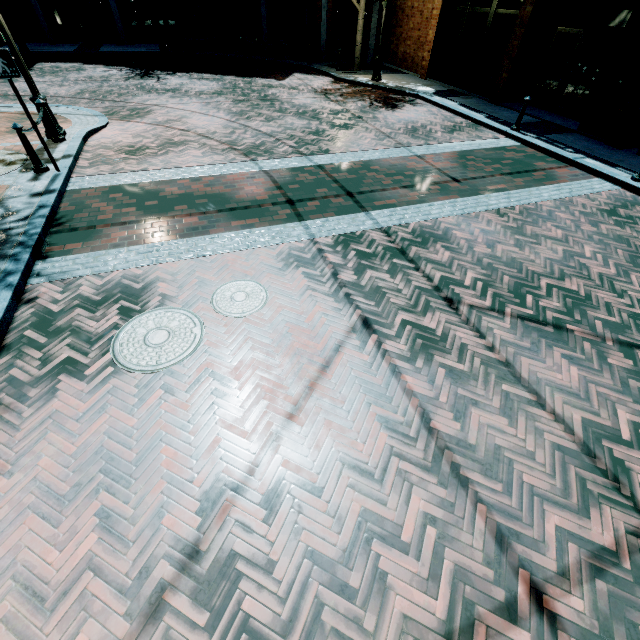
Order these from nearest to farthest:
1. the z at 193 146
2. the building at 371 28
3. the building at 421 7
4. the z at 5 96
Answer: the z at 193 146 < the building at 421 7 < the z at 5 96 < the building at 371 28

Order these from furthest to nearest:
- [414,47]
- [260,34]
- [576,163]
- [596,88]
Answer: [260,34]
[414,47]
[596,88]
[576,163]

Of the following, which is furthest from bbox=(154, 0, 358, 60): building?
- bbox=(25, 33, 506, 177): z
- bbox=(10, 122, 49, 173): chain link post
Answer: bbox=(10, 122, 49, 173): chain link post

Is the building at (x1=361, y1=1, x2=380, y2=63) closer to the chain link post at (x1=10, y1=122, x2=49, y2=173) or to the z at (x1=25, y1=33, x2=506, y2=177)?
the z at (x1=25, y1=33, x2=506, y2=177)

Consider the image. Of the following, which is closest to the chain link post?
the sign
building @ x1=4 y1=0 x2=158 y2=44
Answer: the sign

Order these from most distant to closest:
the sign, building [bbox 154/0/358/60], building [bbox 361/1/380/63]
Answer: building [bbox 154/0/358/60] → building [bbox 361/1/380/63] → the sign

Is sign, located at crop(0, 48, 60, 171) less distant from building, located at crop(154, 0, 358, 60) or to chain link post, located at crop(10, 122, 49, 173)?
chain link post, located at crop(10, 122, 49, 173)

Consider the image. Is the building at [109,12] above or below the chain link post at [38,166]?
above
